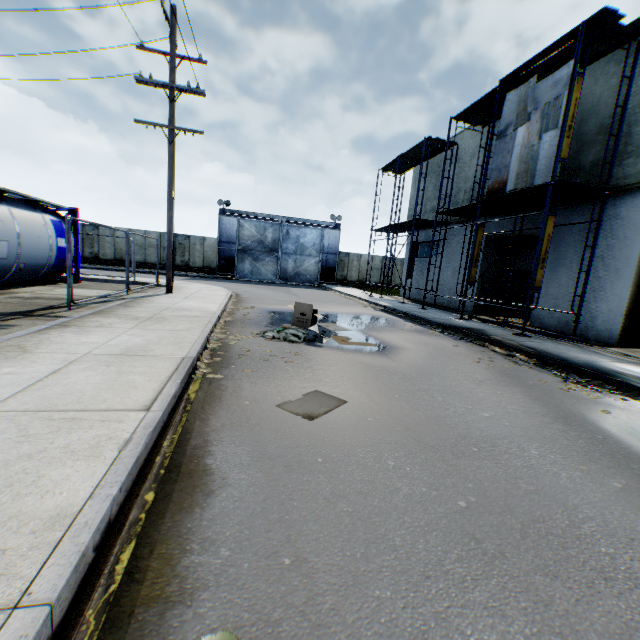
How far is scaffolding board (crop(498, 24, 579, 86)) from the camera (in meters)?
9.61

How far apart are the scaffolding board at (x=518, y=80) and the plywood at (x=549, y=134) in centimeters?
50cm

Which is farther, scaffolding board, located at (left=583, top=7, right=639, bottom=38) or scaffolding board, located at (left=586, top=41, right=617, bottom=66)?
scaffolding board, located at (left=586, top=41, right=617, bottom=66)

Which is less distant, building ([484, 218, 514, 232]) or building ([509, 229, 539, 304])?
building ([509, 229, 539, 304])

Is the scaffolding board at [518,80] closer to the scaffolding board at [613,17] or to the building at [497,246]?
the scaffolding board at [613,17]

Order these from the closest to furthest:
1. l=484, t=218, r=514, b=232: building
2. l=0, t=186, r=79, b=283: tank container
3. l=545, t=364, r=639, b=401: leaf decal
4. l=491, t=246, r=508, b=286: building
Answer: l=545, t=364, r=639, b=401: leaf decal
l=0, t=186, r=79, b=283: tank container
l=484, t=218, r=514, b=232: building
l=491, t=246, r=508, b=286: building

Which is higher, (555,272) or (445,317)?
(555,272)

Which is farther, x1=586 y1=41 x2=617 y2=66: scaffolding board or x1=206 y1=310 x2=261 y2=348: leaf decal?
x1=586 y1=41 x2=617 y2=66: scaffolding board
